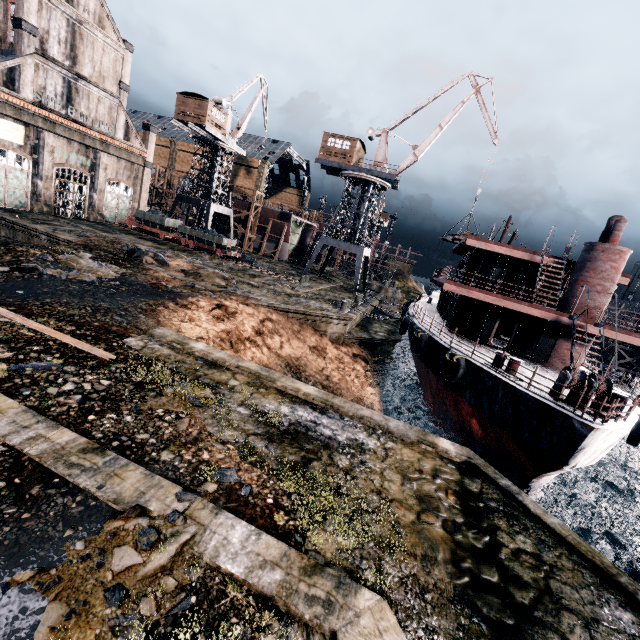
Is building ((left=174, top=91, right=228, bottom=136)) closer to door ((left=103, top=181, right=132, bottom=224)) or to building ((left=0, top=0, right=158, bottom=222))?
building ((left=0, top=0, right=158, bottom=222))

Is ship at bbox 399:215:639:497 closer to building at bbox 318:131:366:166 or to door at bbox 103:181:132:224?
building at bbox 318:131:366:166

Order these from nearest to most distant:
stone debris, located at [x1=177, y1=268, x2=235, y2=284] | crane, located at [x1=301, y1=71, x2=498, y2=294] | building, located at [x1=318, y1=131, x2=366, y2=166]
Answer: stone debris, located at [x1=177, y1=268, x2=235, y2=284]
crane, located at [x1=301, y1=71, x2=498, y2=294]
building, located at [x1=318, y1=131, x2=366, y2=166]

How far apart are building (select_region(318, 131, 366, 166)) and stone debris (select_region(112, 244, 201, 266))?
23.3m

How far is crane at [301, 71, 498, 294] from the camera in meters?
35.2

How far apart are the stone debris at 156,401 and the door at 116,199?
41.43m

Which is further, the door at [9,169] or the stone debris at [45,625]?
the door at [9,169]

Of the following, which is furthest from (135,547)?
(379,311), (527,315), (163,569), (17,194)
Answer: (17,194)
